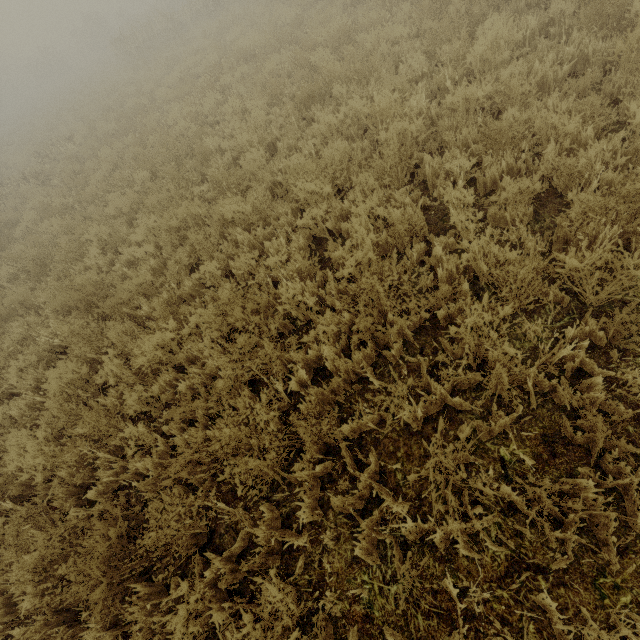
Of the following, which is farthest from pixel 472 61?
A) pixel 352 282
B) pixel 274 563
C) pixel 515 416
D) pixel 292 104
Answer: pixel 274 563
